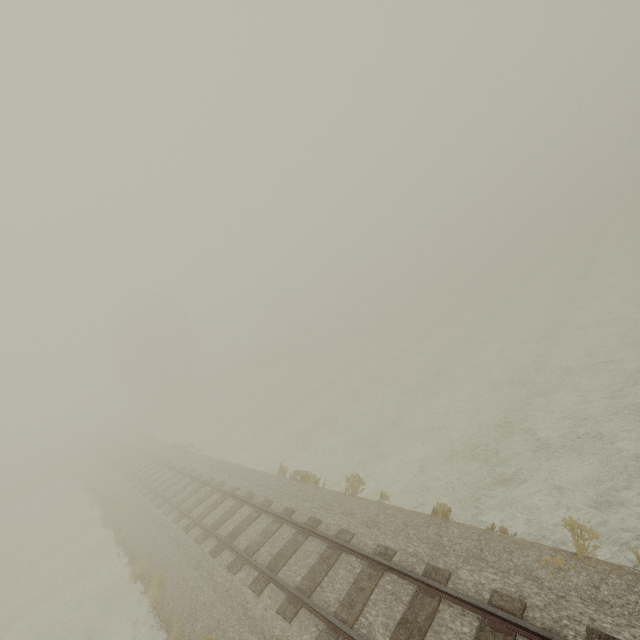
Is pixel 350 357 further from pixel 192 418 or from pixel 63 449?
pixel 63 449
